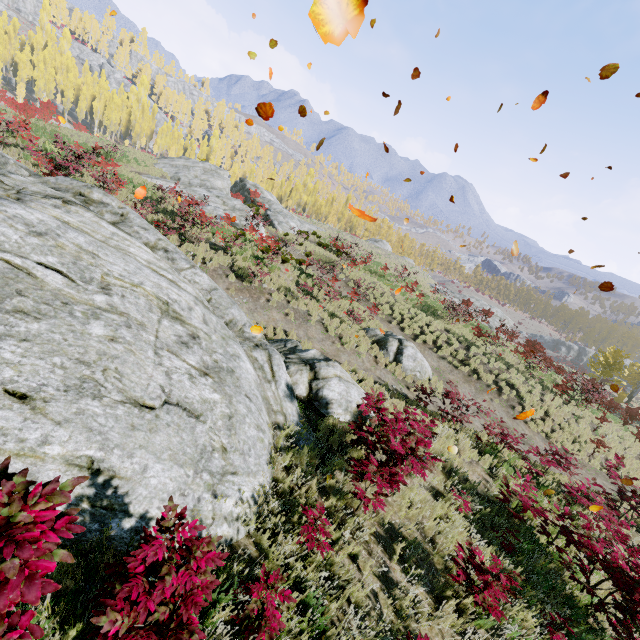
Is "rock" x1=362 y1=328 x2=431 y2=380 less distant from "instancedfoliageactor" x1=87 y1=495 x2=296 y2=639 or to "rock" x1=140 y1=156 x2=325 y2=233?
"instancedfoliageactor" x1=87 y1=495 x2=296 y2=639

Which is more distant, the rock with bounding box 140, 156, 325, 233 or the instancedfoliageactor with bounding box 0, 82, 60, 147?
the rock with bounding box 140, 156, 325, 233

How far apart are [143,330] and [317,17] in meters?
5.2

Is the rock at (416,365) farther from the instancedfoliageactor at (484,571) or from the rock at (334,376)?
the rock at (334,376)

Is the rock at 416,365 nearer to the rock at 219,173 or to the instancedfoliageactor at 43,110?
the instancedfoliageactor at 43,110

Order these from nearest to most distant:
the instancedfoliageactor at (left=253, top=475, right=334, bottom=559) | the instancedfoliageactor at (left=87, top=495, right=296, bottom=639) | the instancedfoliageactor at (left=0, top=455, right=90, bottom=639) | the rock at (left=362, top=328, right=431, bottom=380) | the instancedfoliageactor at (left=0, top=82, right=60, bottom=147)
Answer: the instancedfoliageactor at (left=0, top=455, right=90, bottom=639), the instancedfoliageactor at (left=87, top=495, right=296, bottom=639), the instancedfoliageactor at (left=253, top=475, right=334, bottom=559), the rock at (left=362, top=328, right=431, bottom=380), the instancedfoliageactor at (left=0, top=82, right=60, bottom=147)

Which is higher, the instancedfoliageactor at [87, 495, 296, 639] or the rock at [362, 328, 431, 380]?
the instancedfoliageactor at [87, 495, 296, 639]

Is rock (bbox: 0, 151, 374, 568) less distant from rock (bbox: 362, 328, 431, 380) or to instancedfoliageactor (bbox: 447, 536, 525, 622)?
instancedfoliageactor (bbox: 447, 536, 525, 622)
